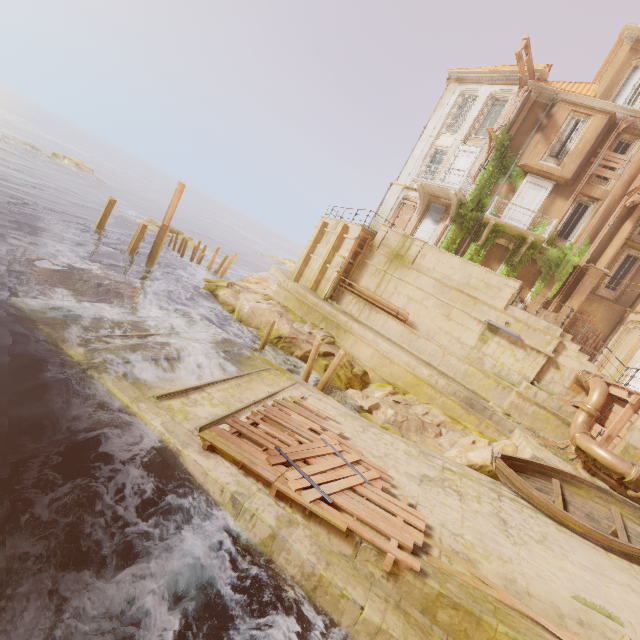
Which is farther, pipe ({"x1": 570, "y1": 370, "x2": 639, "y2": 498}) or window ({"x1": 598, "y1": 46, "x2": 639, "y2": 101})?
window ({"x1": 598, "y1": 46, "x2": 639, "y2": 101})

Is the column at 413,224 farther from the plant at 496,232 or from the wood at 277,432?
the wood at 277,432

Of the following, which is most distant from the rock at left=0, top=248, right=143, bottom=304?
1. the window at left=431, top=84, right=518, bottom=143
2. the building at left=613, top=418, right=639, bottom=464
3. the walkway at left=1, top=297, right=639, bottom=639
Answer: the window at left=431, top=84, right=518, bottom=143

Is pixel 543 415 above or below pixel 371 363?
above

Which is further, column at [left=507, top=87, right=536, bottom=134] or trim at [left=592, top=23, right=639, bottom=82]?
column at [left=507, top=87, right=536, bottom=134]

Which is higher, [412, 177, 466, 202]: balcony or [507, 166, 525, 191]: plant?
[507, 166, 525, 191]: plant

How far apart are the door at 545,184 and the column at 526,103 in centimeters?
249cm

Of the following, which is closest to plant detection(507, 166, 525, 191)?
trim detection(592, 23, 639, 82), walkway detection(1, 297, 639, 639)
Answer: trim detection(592, 23, 639, 82)
